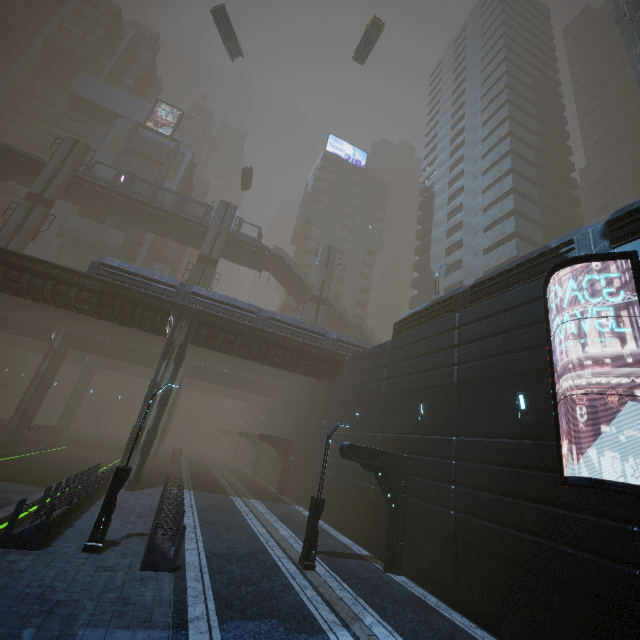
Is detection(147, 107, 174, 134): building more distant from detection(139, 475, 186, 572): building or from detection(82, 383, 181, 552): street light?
detection(82, 383, 181, 552): street light

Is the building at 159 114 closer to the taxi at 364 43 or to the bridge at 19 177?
the bridge at 19 177

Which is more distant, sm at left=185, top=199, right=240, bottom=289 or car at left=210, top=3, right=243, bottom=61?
sm at left=185, top=199, right=240, bottom=289

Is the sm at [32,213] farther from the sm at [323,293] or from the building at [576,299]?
the sm at [323,293]

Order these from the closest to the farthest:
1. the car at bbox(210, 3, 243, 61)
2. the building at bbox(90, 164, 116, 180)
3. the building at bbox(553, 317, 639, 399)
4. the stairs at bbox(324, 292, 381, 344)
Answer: the building at bbox(553, 317, 639, 399) < the car at bbox(210, 3, 243, 61) < the stairs at bbox(324, 292, 381, 344) < the building at bbox(90, 164, 116, 180)

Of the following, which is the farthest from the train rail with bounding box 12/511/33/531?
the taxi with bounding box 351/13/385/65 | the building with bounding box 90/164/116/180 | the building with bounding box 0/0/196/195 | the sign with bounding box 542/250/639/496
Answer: the taxi with bounding box 351/13/385/65

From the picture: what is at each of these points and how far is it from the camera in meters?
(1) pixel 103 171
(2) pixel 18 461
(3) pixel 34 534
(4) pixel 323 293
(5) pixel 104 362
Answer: (1) building, 45.4 m
(2) train rail, 27.2 m
(3) building, 9.7 m
(4) sm, 40.9 m
(5) building, 50.5 m

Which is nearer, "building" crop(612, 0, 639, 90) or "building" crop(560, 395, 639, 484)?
"building" crop(560, 395, 639, 484)
